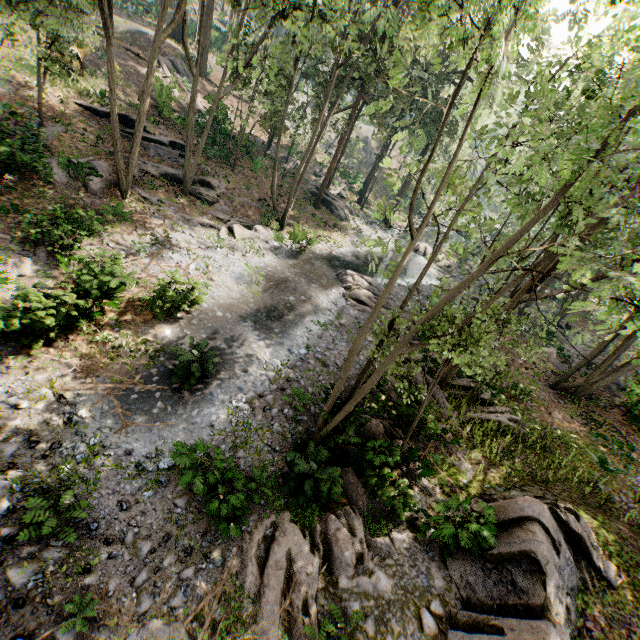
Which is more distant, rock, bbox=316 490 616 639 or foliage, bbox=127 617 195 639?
rock, bbox=316 490 616 639

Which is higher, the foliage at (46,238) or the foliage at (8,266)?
the foliage at (46,238)

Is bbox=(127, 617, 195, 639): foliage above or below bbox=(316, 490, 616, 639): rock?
below

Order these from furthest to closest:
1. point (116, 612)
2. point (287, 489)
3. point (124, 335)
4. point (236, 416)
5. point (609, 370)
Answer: point (609, 370) < point (124, 335) < point (236, 416) < point (287, 489) < point (116, 612)

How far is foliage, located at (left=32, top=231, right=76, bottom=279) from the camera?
12.8 meters

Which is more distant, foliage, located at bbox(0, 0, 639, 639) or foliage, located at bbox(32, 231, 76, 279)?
foliage, located at bbox(32, 231, 76, 279)

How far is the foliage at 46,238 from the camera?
12.8 meters
